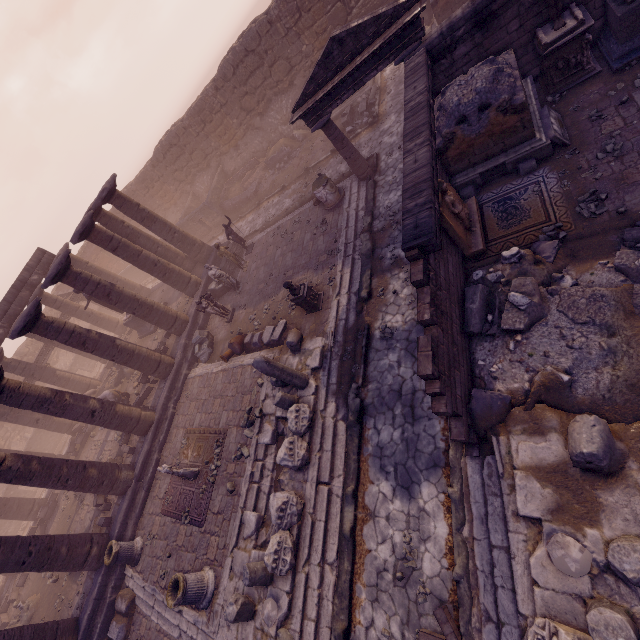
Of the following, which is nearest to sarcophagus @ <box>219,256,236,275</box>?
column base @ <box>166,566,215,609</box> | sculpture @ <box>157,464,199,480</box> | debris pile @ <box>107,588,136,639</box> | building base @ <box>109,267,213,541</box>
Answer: building base @ <box>109,267,213,541</box>

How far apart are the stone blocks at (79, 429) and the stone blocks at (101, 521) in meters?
7.0 m

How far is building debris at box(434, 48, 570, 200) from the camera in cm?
723

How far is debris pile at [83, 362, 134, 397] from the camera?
18.1 meters

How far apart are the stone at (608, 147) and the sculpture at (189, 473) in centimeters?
1364cm

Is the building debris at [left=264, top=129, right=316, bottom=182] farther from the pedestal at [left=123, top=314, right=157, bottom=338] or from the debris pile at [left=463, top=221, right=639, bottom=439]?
the debris pile at [left=463, top=221, right=639, bottom=439]

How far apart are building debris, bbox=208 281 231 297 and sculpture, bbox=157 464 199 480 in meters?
8.1

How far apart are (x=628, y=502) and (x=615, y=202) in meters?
5.5
